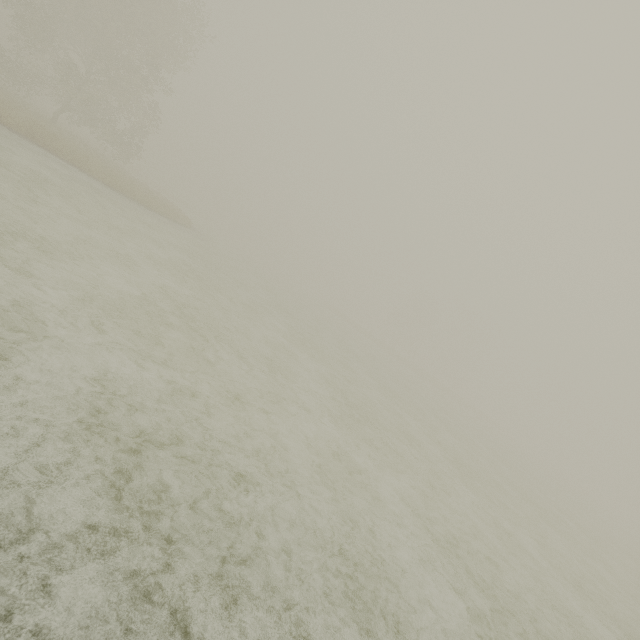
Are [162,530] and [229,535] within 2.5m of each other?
yes
